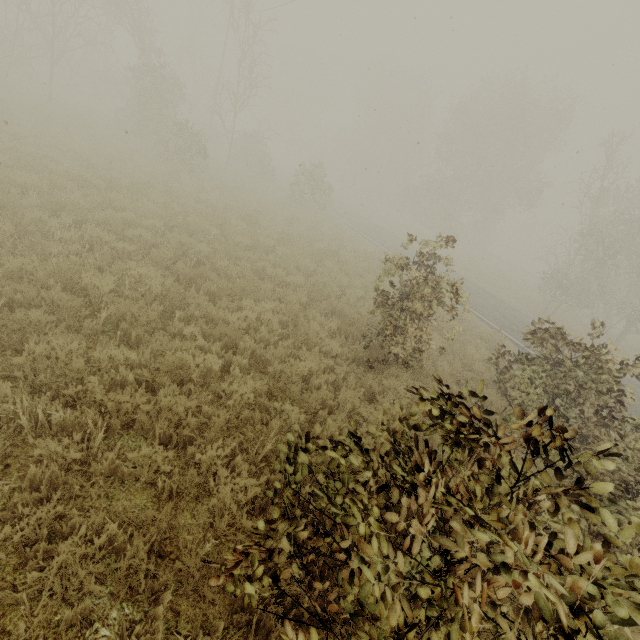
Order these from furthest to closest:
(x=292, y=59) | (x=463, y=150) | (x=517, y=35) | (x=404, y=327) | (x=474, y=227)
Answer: (x=292, y=59) < (x=474, y=227) < (x=463, y=150) < (x=517, y=35) < (x=404, y=327)
